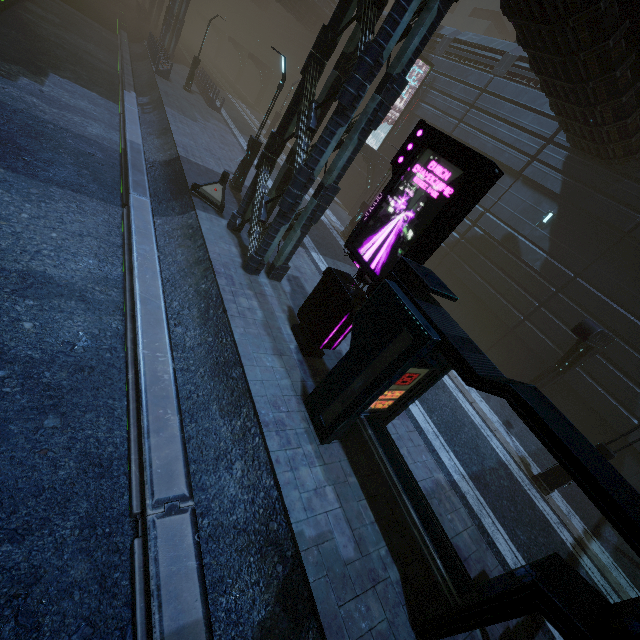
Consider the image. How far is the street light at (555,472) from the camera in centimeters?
1038cm

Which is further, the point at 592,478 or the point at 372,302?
the point at 372,302

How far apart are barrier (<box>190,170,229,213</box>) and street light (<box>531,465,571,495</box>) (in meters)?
14.68

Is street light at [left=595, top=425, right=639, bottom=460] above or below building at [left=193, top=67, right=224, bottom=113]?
above

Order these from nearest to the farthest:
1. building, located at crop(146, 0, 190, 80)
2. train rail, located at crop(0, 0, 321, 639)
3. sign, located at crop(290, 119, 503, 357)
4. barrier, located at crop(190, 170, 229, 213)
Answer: train rail, located at crop(0, 0, 321, 639) < sign, located at crop(290, 119, 503, 357) < barrier, located at crop(190, 170, 229, 213) < building, located at crop(146, 0, 190, 80)

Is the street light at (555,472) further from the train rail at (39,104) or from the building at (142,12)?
the train rail at (39,104)

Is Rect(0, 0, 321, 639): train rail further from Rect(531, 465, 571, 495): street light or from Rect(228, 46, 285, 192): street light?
Rect(531, 465, 571, 495): street light

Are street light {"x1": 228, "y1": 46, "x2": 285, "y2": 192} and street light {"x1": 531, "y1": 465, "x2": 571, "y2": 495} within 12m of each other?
no
